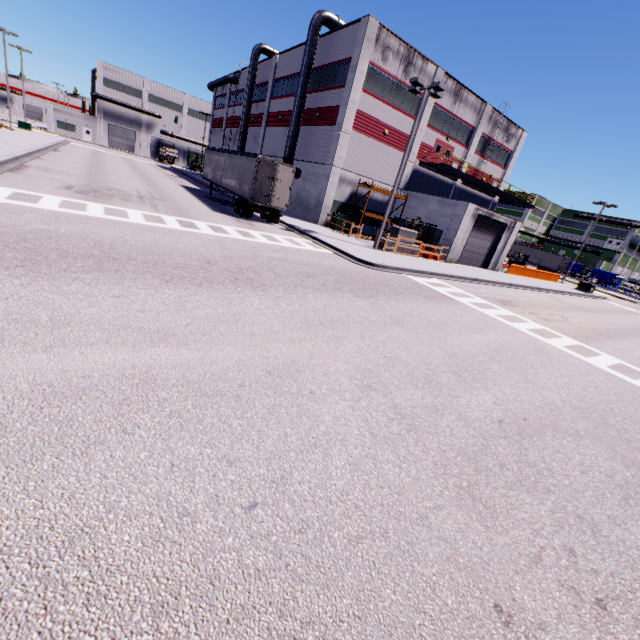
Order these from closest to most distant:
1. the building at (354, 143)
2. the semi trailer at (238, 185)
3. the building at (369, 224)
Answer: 1. the semi trailer at (238, 185)
2. the building at (354, 143)
3. the building at (369, 224)

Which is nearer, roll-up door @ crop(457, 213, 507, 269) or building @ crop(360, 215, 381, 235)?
roll-up door @ crop(457, 213, 507, 269)

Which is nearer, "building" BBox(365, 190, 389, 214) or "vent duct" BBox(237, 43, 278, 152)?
"building" BBox(365, 190, 389, 214)

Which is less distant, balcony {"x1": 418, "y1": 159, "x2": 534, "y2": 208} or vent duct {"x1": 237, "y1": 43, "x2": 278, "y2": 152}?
balcony {"x1": 418, "y1": 159, "x2": 534, "y2": 208}

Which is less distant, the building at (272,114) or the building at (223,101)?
the building at (272,114)

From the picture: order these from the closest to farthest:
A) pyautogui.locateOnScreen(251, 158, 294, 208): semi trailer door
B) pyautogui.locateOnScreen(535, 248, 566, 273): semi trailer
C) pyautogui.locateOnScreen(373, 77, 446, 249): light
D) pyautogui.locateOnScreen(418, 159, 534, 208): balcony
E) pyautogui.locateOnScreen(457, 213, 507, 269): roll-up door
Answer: pyautogui.locateOnScreen(373, 77, 446, 249): light → pyautogui.locateOnScreen(251, 158, 294, 208): semi trailer door → pyautogui.locateOnScreen(457, 213, 507, 269): roll-up door → pyautogui.locateOnScreen(418, 159, 534, 208): balcony → pyautogui.locateOnScreen(535, 248, 566, 273): semi trailer

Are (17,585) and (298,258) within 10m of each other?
no

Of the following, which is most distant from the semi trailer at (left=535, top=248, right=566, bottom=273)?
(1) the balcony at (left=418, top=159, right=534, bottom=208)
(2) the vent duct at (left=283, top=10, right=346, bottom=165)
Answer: (1) the balcony at (left=418, top=159, right=534, bottom=208)
